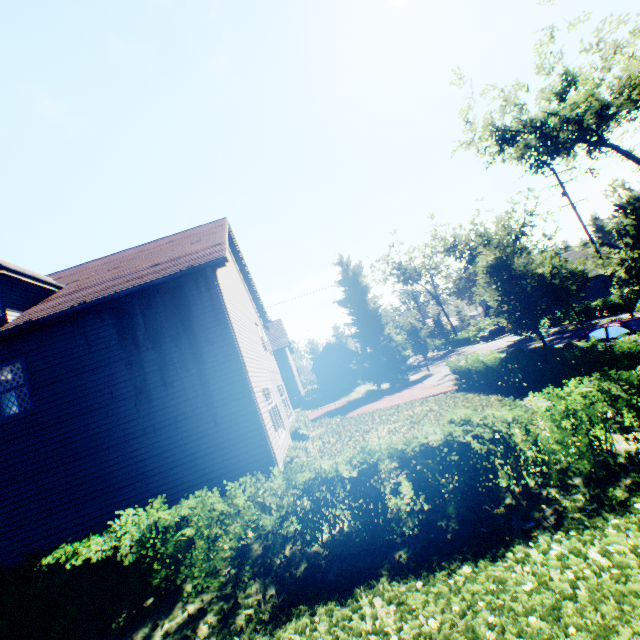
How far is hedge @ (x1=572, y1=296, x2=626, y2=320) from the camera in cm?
2594

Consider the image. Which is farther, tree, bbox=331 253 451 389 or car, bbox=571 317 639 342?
tree, bbox=331 253 451 389

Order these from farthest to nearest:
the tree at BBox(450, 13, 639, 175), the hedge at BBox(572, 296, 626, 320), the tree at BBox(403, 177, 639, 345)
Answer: the hedge at BBox(572, 296, 626, 320), the tree at BBox(450, 13, 639, 175), the tree at BBox(403, 177, 639, 345)

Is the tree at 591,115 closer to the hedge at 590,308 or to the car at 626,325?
the car at 626,325

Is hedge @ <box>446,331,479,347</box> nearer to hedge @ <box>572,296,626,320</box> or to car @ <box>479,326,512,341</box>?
car @ <box>479,326,512,341</box>

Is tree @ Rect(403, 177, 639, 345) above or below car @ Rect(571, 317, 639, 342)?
above

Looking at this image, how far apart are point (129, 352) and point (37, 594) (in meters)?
5.85

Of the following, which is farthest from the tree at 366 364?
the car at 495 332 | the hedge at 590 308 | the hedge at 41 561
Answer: the car at 495 332
